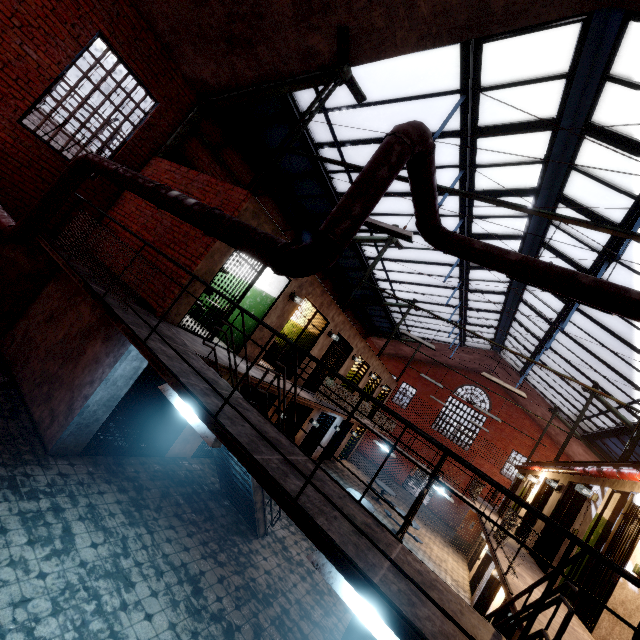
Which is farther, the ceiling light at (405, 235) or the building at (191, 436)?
the building at (191, 436)

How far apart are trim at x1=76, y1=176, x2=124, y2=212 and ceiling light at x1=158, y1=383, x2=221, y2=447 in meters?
6.1

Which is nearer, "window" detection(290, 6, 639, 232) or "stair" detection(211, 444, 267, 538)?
"window" detection(290, 6, 639, 232)

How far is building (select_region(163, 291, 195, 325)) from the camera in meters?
6.2 m

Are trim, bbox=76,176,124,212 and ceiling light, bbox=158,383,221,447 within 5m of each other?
no

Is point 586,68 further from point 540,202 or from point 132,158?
point 132,158

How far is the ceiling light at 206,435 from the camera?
3.6 meters

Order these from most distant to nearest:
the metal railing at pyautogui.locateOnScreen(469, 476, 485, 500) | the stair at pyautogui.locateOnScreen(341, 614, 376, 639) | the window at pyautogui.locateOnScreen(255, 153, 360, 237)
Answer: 1. the metal railing at pyautogui.locateOnScreen(469, 476, 485, 500)
2. the window at pyautogui.locateOnScreen(255, 153, 360, 237)
3. the stair at pyautogui.locateOnScreen(341, 614, 376, 639)
